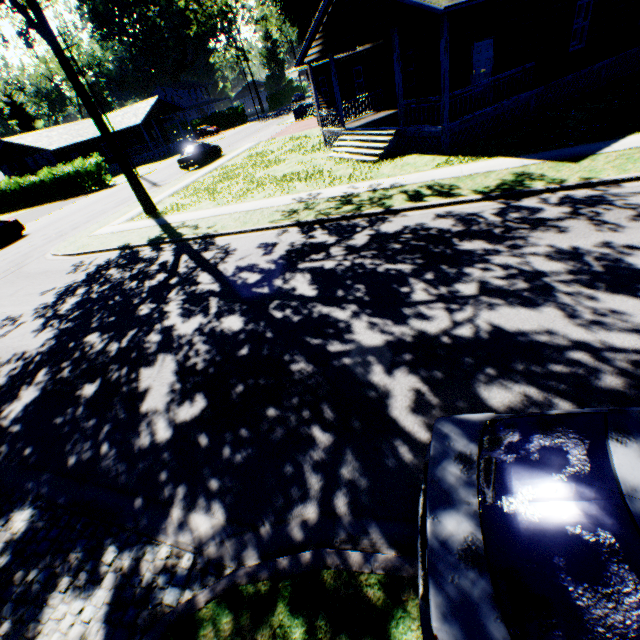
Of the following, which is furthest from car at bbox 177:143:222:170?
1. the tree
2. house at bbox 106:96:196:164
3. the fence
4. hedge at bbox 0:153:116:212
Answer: house at bbox 106:96:196:164

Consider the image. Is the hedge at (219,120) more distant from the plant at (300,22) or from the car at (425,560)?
the car at (425,560)

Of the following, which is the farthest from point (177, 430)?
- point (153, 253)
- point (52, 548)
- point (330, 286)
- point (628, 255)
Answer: point (153, 253)

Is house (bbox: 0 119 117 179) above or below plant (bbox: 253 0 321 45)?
below

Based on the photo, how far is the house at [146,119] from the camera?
43.3 meters

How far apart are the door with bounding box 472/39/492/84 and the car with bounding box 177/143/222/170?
20.92m

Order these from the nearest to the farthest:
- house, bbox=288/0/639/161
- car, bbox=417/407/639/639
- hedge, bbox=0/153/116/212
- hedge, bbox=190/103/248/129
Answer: car, bbox=417/407/639/639
house, bbox=288/0/639/161
hedge, bbox=0/153/116/212
hedge, bbox=190/103/248/129

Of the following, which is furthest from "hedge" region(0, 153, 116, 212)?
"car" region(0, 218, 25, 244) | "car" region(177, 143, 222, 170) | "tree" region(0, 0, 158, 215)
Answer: "tree" region(0, 0, 158, 215)
